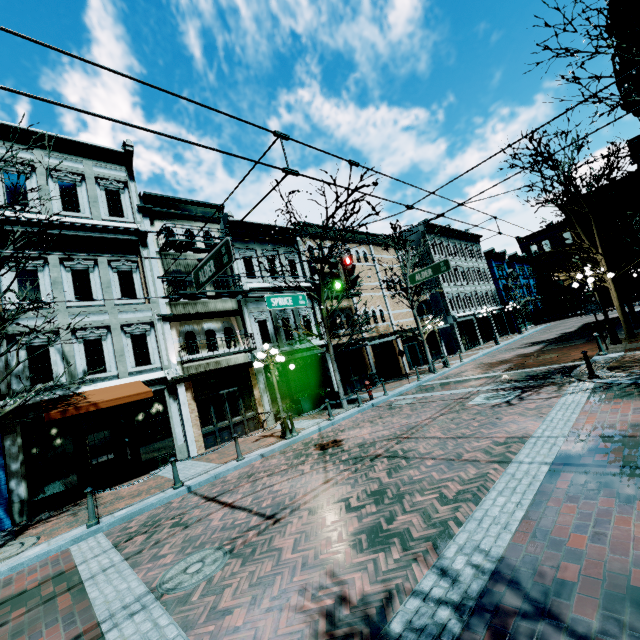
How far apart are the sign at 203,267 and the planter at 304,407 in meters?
10.8 m

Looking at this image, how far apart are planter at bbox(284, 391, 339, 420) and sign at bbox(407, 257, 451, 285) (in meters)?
8.50

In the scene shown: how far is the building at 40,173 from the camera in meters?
12.4 m

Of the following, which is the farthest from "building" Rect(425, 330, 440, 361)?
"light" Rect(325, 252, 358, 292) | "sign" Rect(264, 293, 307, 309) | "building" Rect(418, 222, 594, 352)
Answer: "building" Rect(418, 222, 594, 352)

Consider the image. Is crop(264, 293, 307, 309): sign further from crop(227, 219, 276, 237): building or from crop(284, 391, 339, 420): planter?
crop(284, 391, 339, 420): planter

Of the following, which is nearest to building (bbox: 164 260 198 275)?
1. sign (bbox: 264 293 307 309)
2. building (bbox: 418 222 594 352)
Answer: sign (bbox: 264 293 307 309)

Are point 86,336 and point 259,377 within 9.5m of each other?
yes

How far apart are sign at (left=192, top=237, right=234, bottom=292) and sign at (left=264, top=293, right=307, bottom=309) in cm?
347
